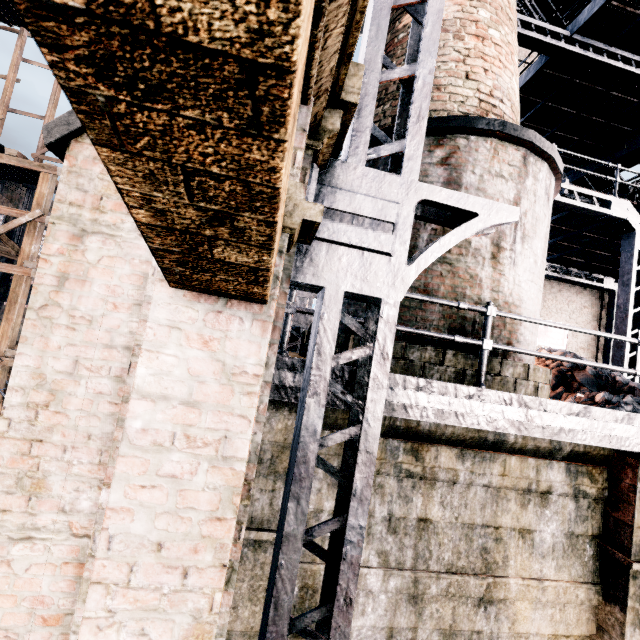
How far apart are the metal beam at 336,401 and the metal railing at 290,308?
0.2 meters

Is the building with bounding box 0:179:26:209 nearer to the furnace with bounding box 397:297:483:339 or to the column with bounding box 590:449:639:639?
the furnace with bounding box 397:297:483:339

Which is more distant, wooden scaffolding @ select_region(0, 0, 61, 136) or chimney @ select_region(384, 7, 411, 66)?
wooden scaffolding @ select_region(0, 0, 61, 136)

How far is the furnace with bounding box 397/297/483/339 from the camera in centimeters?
491cm

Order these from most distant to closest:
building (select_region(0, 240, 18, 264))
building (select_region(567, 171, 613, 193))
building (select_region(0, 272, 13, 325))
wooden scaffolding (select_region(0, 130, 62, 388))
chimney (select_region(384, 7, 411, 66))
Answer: building (select_region(0, 272, 13, 325)), building (select_region(0, 240, 18, 264)), wooden scaffolding (select_region(0, 130, 62, 388)), building (select_region(567, 171, 613, 193)), chimney (select_region(384, 7, 411, 66))

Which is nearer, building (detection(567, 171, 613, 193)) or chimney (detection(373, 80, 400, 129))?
chimney (detection(373, 80, 400, 129))

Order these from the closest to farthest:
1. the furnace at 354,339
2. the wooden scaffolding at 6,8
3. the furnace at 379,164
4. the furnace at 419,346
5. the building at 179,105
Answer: the building at 179,105, the furnace at 419,346, the furnace at 354,339, the furnace at 379,164, the wooden scaffolding at 6,8

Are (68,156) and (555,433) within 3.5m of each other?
no
